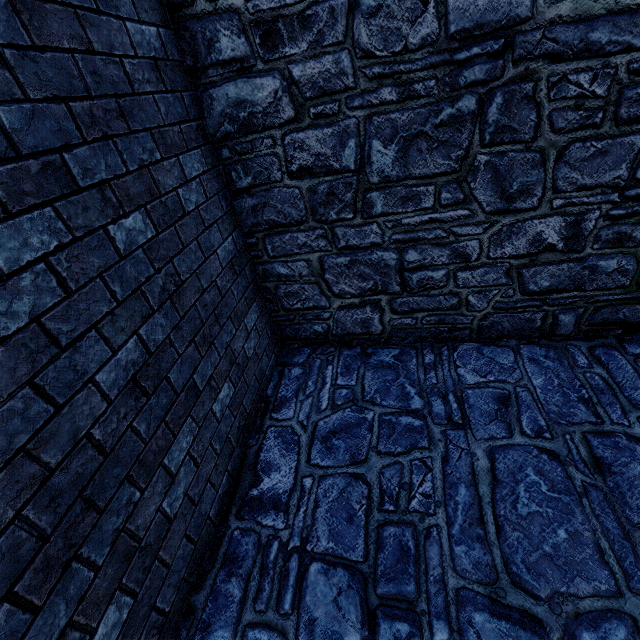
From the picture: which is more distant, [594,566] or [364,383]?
[364,383]
